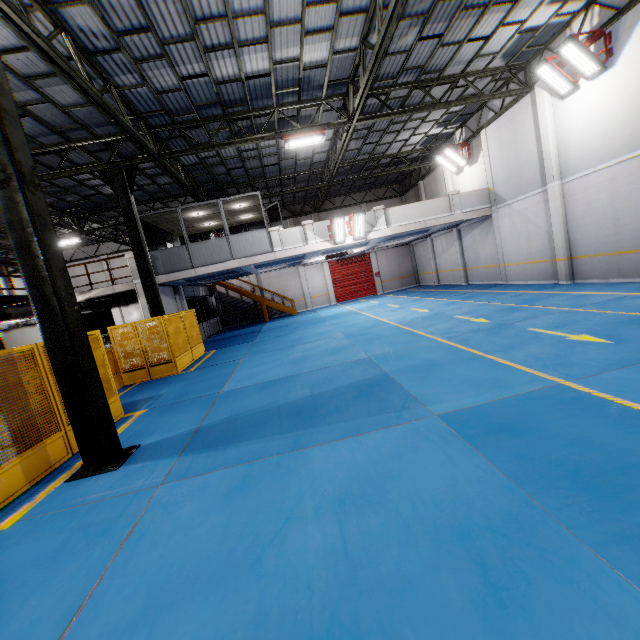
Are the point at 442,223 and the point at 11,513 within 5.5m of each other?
no

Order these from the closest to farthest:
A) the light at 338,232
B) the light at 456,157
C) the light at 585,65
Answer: the light at 585,65 < the light at 338,232 < the light at 456,157

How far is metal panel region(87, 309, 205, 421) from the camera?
7.86m

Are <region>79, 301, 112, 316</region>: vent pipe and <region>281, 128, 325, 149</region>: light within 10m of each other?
no

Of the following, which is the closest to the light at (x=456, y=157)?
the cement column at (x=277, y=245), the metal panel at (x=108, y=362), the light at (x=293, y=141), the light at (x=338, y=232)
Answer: the light at (x=338, y=232)

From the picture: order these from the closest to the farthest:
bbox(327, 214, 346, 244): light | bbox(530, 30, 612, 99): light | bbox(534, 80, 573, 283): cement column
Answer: bbox(530, 30, 612, 99): light
bbox(534, 80, 573, 283): cement column
bbox(327, 214, 346, 244): light

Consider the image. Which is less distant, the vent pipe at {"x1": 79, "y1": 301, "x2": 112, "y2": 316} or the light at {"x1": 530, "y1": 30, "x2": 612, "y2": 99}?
the light at {"x1": 530, "y1": 30, "x2": 612, "y2": 99}

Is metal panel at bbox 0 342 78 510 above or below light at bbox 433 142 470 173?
below
